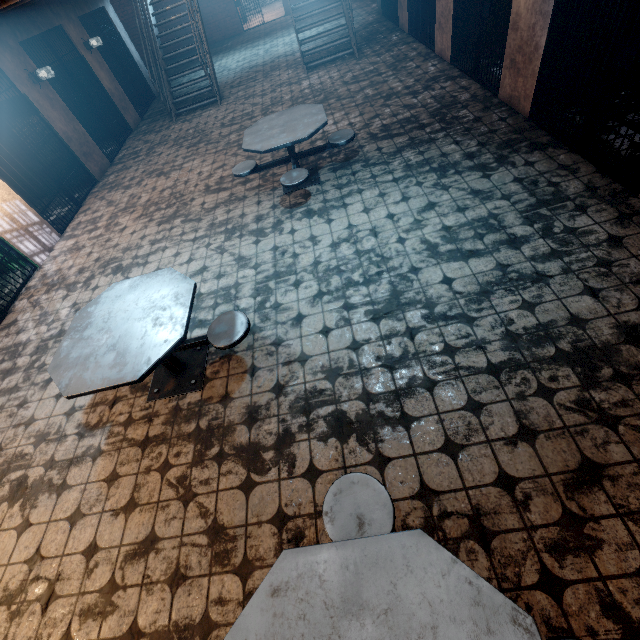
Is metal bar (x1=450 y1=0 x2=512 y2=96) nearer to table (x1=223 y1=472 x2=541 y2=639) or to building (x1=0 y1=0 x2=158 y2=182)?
table (x1=223 y1=472 x2=541 y2=639)

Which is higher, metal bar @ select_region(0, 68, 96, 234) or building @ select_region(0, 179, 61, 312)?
metal bar @ select_region(0, 68, 96, 234)

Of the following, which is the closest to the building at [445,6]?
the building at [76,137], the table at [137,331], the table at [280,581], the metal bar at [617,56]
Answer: the metal bar at [617,56]

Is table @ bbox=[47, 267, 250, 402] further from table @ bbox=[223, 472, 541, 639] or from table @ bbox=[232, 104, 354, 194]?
table @ bbox=[232, 104, 354, 194]

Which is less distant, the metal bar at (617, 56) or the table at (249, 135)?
the metal bar at (617, 56)

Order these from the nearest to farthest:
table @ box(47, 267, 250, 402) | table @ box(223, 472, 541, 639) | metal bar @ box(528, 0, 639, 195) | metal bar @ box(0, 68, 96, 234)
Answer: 1. table @ box(223, 472, 541, 639)
2. table @ box(47, 267, 250, 402)
3. metal bar @ box(528, 0, 639, 195)
4. metal bar @ box(0, 68, 96, 234)

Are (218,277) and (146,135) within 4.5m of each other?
no

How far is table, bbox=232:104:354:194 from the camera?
4.1m
